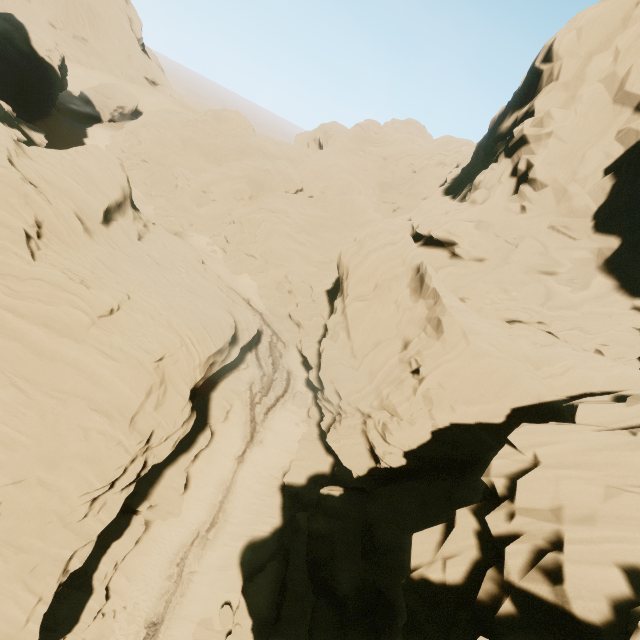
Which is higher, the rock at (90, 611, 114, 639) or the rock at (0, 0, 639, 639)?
the rock at (0, 0, 639, 639)

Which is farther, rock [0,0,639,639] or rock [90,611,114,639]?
rock [90,611,114,639]

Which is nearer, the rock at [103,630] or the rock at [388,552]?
the rock at [388,552]

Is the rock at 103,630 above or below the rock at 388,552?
below

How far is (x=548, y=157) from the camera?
18.5 meters
